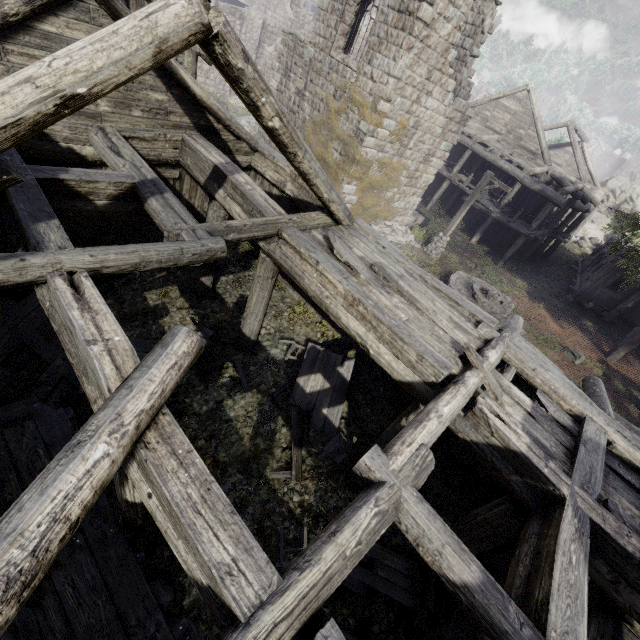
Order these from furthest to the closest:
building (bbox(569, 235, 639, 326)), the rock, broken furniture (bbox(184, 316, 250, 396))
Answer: the rock, building (bbox(569, 235, 639, 326)), broken furniture (bbox(184, 316, 250, 396))

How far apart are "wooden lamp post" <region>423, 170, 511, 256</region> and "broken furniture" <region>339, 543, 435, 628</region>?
14.7m

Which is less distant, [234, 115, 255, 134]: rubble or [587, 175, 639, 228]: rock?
[234, 115, 255, 134]: rubble

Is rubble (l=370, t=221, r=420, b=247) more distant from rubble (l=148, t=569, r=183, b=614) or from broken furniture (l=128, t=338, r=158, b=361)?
rubble (l=148, t=569, r=183, b=614)

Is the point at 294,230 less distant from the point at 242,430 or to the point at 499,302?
the point at 242,430

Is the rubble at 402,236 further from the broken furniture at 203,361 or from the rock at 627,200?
the rock at 627,200

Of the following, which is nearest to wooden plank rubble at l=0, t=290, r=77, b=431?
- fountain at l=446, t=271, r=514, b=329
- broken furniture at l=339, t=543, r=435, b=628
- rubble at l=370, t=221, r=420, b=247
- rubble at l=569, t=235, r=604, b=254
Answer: broken furniture at l=339, t=543, r=435, b=628

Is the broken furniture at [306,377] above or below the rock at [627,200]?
below
